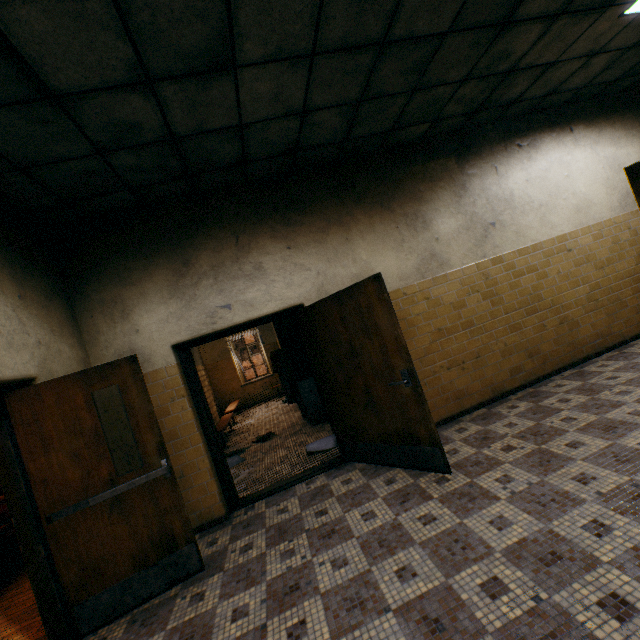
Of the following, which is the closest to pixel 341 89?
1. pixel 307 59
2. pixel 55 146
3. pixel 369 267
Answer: pixel 307 59

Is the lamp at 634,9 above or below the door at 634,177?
above

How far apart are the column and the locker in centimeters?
1cm

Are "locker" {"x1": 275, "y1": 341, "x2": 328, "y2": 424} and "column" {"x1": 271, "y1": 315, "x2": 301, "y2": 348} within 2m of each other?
yes

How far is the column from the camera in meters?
8.0 m

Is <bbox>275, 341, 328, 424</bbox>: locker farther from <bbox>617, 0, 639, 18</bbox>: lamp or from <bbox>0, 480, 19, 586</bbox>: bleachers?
<bbox>617, 0, 639, 18</bbox>: lamp

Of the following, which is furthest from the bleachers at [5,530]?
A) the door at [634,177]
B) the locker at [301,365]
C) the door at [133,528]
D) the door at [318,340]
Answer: the door at [634,177]

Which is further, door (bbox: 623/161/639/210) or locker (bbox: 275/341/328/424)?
locker (bbox: 275/341/328/424)
